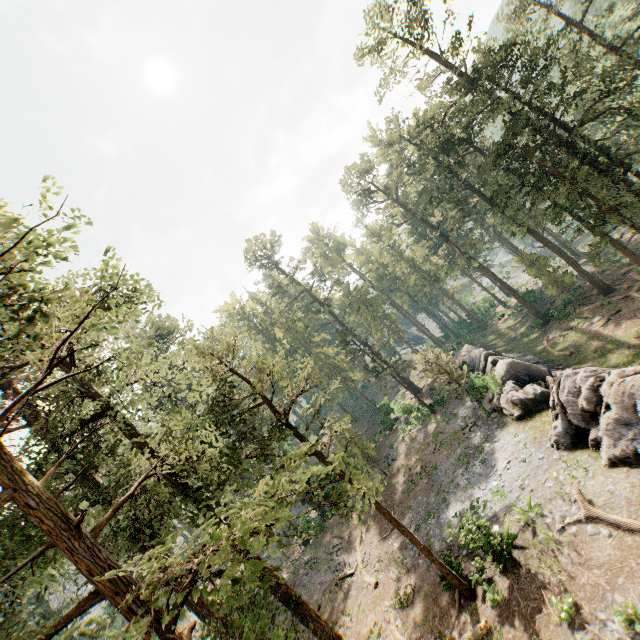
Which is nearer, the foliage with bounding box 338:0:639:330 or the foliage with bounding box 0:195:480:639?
the foliage with bounding box 0:195:480:639

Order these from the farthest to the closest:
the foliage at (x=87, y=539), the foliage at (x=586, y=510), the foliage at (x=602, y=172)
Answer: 1. the foliage at (x=602, y=172)
2. the foliage at (x=586, y=510)
3. the foliage at (x=87, y=539)

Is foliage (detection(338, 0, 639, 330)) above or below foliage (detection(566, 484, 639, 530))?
above

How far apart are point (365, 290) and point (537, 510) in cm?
3804

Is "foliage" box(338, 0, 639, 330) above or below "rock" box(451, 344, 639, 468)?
above

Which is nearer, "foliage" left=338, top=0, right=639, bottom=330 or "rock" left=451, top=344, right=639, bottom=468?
"rock" left=451, top=344, right=639, bottom=468

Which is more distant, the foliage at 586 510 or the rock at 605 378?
the rock at 605 378

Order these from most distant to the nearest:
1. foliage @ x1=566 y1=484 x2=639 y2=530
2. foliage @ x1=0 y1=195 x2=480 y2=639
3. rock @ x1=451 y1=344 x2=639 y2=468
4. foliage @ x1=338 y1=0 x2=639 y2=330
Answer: foliage @ x1=338 y1=0 x2=639 y2=330, rock @ x1=451 y1=344 x2=639 y2=468, foliage @ x1=566 y1=484 x2=639 y2=530, foliage @ x1=0 y1=195 x2=480 y2=639
